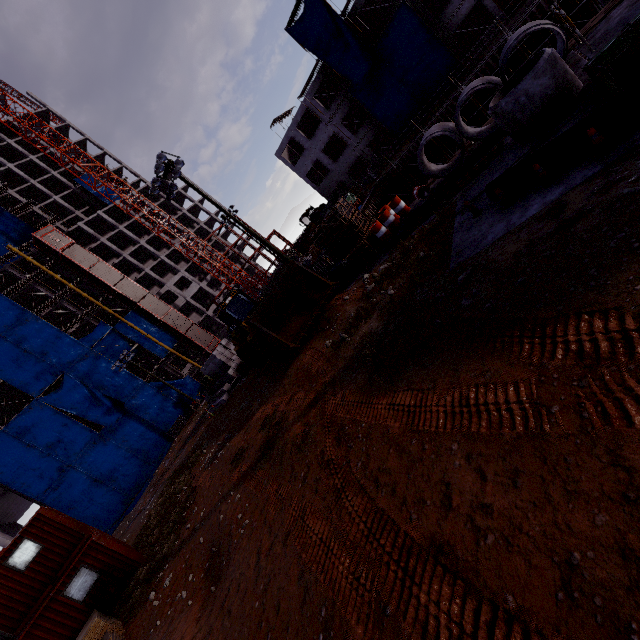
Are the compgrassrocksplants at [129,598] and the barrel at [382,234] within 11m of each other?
no

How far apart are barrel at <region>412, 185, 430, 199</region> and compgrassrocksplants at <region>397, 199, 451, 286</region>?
4.7 meters

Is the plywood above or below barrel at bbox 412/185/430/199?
above

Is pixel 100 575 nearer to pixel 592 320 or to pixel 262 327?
pixel 262 327

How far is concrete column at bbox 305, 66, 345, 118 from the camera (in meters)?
34.48

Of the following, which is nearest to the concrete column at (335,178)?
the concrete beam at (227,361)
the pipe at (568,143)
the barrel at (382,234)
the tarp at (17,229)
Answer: the concrete beam at (227,361)

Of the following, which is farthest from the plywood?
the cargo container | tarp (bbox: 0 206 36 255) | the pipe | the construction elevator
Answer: tarp (bbox: 0 206 36 255)

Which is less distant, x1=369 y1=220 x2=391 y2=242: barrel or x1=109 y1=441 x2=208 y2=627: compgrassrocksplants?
x1=109 y1=441 x2=208 y2=627: compgrassrocksplants
